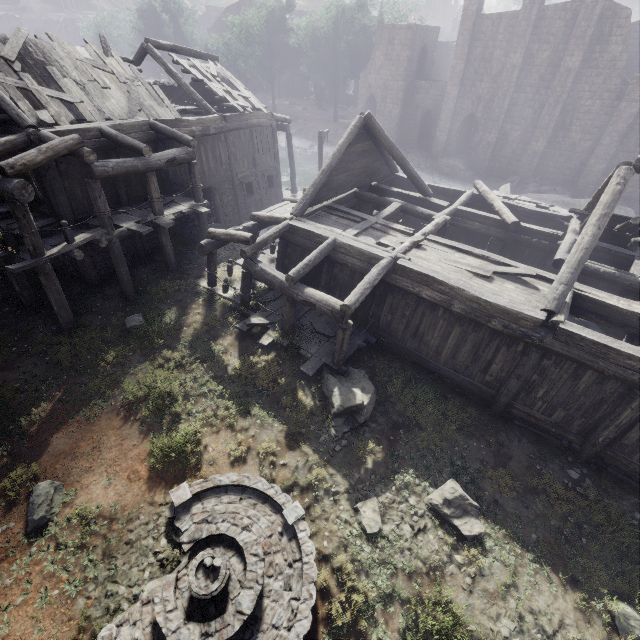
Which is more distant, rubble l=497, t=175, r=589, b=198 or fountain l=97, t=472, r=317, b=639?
rubble l=497, t=175, r=589, b=198

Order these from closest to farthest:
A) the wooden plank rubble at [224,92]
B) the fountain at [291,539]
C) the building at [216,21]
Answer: the fountain at [291,539]
the wooden plank rubble at [224,92]
the building at [216,21]

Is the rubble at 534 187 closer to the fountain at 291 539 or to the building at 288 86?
the building at 288 86

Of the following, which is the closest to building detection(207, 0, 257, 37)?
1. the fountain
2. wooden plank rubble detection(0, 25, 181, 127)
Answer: wooden plank rubble detection(0, 25, 181, 127)

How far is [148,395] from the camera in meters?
10.0

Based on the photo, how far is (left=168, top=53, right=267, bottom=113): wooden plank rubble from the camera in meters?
18.2

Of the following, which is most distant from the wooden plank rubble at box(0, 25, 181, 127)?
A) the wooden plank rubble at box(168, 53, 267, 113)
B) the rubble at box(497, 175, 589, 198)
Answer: the rubble at box(497, 175, 589, 198)

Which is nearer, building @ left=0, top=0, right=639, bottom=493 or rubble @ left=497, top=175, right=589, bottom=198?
building @ left=0, top=0, right=639, bottom=493
